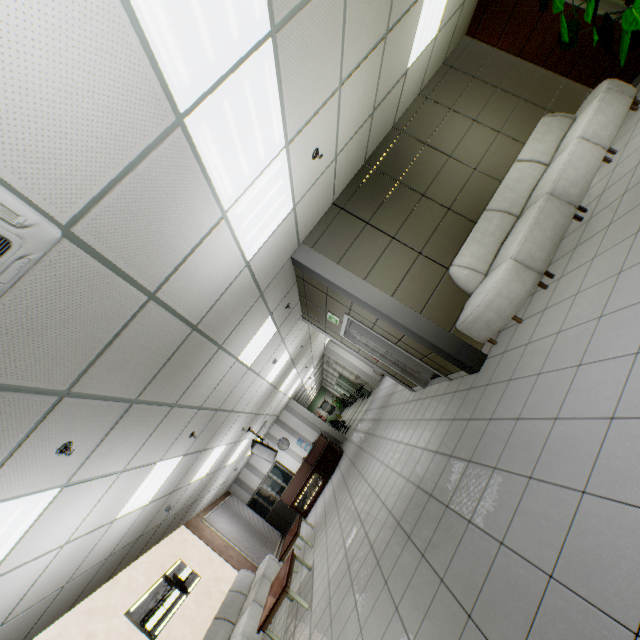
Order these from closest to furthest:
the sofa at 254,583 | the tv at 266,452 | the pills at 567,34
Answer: the pills at 567,34
the sofa at 254,583
the tv at 266,452

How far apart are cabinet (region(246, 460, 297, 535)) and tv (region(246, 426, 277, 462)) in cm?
435

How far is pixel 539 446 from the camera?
→ 2.5 meters

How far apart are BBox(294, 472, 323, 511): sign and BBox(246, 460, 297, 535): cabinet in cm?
280

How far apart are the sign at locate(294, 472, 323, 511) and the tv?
2.0m

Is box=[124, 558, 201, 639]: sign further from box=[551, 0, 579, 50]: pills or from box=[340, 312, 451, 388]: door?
box=[551, 0, 579, 50]: pills

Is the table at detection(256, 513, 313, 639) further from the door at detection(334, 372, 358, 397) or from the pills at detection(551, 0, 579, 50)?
the door at detection(334, 372, 358, 397)

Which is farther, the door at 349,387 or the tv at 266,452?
the door at 349,387
